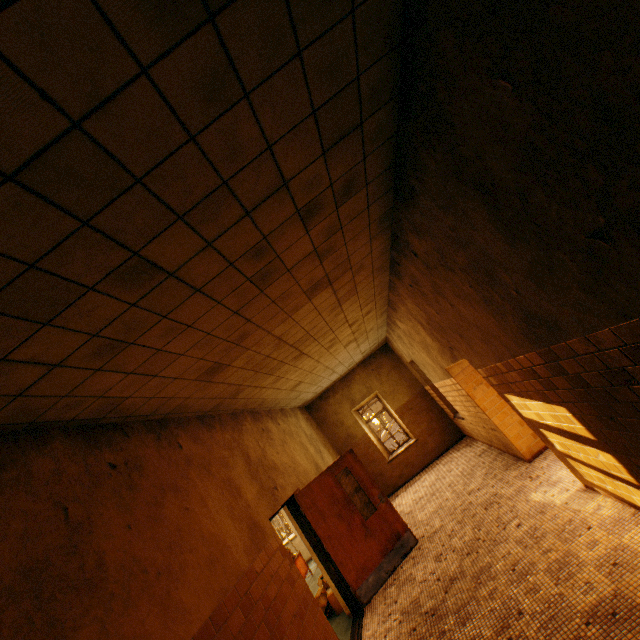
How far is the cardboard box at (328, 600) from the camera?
6.0 meters

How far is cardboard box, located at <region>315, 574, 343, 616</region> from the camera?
6.0m

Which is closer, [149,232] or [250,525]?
[149,232]
